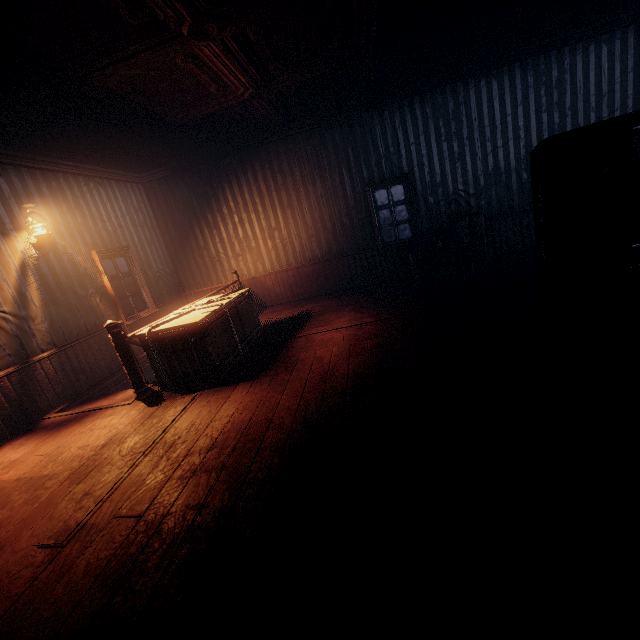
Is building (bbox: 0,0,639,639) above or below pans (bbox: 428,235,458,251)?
below

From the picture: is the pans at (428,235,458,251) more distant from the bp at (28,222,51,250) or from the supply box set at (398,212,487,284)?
the bp at (28,222,51,250)

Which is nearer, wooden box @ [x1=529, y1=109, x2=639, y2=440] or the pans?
wooden box @ [x1=529, y1=109, x2=639, y2=440]

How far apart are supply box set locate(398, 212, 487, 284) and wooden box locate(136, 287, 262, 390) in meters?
3.3

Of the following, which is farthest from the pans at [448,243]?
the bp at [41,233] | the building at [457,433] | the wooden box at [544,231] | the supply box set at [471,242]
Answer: the bp at [41,233]

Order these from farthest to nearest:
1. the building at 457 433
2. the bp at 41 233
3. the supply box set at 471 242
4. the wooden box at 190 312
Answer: the supply box set at 471 242, the bp at 41 233, the wooden box at 190 312, the building at 457 433

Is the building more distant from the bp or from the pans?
the pans

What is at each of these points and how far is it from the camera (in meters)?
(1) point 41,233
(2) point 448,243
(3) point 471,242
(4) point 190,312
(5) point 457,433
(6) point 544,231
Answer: (1) bp, 5.08
(2) pans, 6.23
(3) supply box set, 6.73
(4) wooden box, 5.00
(5) building, 2.34
(6) wooden box, 2.52
